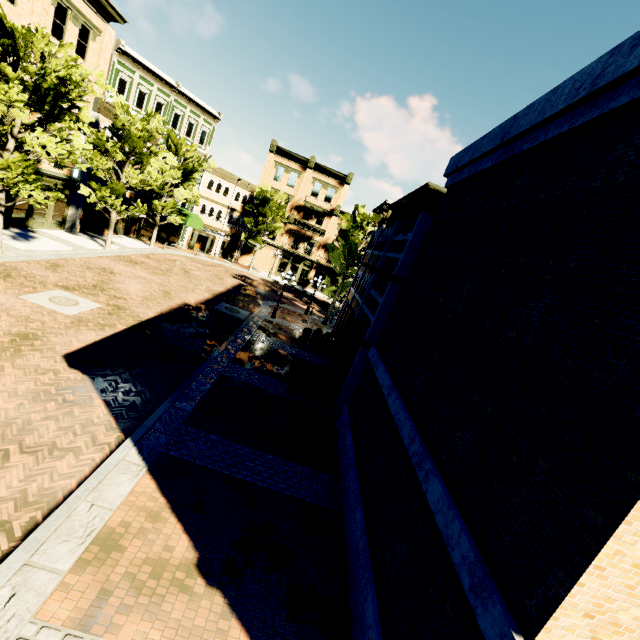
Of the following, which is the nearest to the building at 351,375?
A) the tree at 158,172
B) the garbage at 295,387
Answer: the tree at 158,172

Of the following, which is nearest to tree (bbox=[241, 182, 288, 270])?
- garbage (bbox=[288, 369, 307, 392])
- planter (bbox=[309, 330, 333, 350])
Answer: planter (bbox=[309, 330, 333, 350])

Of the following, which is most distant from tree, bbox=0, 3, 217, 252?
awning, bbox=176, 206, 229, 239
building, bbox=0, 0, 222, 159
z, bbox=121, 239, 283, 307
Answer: awning, bbox=176, 206, 229, 239

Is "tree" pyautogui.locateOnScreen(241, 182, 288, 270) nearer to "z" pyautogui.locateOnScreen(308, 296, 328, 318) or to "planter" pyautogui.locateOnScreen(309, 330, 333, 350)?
"z" pyautogui.locateOnScreen(308, 296, 328, 318)

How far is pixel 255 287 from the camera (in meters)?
32.12

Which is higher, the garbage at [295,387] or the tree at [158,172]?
the tree at [158,172]

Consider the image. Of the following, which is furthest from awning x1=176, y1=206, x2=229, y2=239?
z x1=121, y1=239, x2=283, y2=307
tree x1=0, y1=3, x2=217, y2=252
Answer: z x1=121, y1=239, x2=283, y2=307

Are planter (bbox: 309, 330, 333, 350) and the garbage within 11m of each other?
yes
